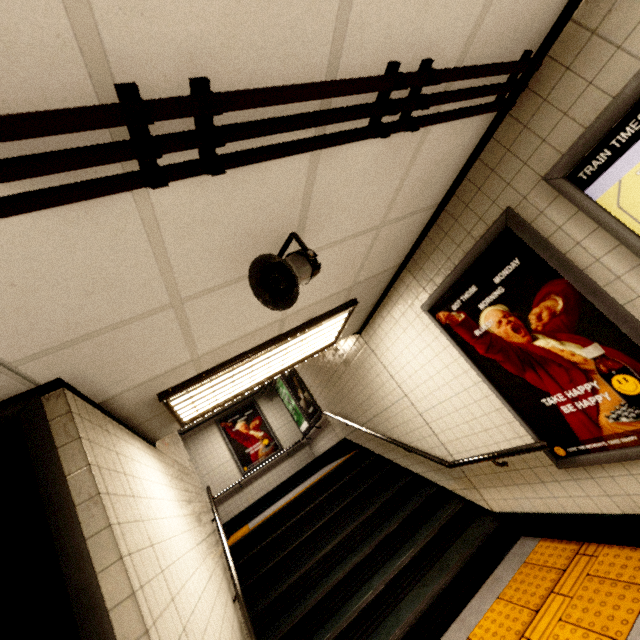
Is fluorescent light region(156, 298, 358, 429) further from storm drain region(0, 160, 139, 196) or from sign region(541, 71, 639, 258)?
sign region(541, 71, 639, 258)

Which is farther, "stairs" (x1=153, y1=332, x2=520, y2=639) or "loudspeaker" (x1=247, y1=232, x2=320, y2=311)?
"stairs" (x1=153, y1=332, x2=520, y2=639)

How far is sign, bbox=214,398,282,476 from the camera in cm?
A: 911

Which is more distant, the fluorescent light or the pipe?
the fluorescent light

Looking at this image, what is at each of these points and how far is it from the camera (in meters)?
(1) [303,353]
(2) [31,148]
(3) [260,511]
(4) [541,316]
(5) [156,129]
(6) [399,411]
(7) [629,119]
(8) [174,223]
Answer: (1) fluorescent light, 3.71
(2) storm drain, 0.85
(3) building, 8.66
(4) sign, 2.29
(5) storm drain, 0.99
(6) stairs, 4.48
(7) sign, 1.56
(8) storm drain, 1.30

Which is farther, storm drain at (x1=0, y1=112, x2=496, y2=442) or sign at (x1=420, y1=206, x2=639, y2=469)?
sign at (x1=420, y1=206, x2=639, y2=469)

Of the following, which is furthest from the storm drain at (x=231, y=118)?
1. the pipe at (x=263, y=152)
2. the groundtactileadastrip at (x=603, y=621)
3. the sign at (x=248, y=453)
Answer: the sign at (x=248, y=453)

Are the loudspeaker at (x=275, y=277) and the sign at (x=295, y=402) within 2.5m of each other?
no
